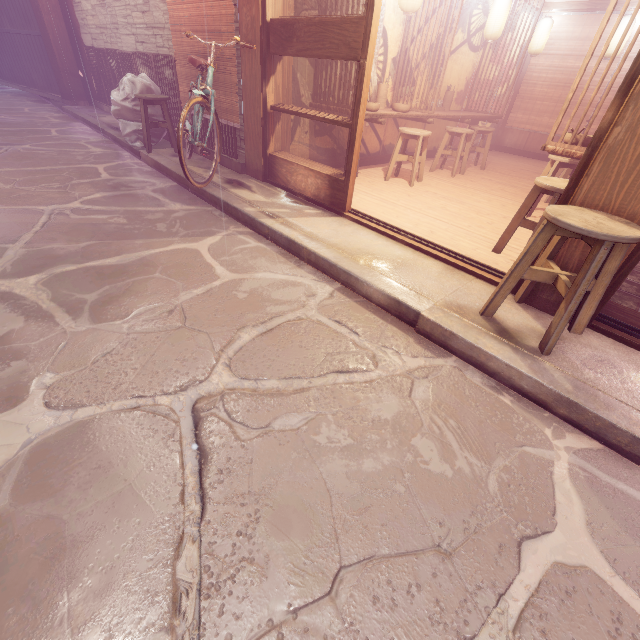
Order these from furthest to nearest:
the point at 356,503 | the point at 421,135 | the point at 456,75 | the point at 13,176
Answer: the point at 456,75 < the point at 421,135 < the point at 13,176 < the point at 356,503

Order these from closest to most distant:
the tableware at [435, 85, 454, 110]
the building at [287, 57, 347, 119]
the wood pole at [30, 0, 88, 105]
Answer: the building at [287, 57, 347, 119], the tableware at [435, 85, 454, 110], the wood pole at [30, 0, 88, 105]

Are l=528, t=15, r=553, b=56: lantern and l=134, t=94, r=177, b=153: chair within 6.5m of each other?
no

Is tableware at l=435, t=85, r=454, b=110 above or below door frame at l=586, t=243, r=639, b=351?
above

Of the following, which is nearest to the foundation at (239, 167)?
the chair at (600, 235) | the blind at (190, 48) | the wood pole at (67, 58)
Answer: the blind at (190, 48)

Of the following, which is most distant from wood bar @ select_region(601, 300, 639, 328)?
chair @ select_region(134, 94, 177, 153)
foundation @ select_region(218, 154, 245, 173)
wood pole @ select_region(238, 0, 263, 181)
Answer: chair @ select_region(134, 94, 177, 153)

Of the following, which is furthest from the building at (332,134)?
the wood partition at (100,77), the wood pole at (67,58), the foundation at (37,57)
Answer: the foundation at (37,57)

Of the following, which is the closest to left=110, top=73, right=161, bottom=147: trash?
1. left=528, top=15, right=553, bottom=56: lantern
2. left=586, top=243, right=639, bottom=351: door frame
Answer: left=586, top=243, right=639, bottom=351: door frame
